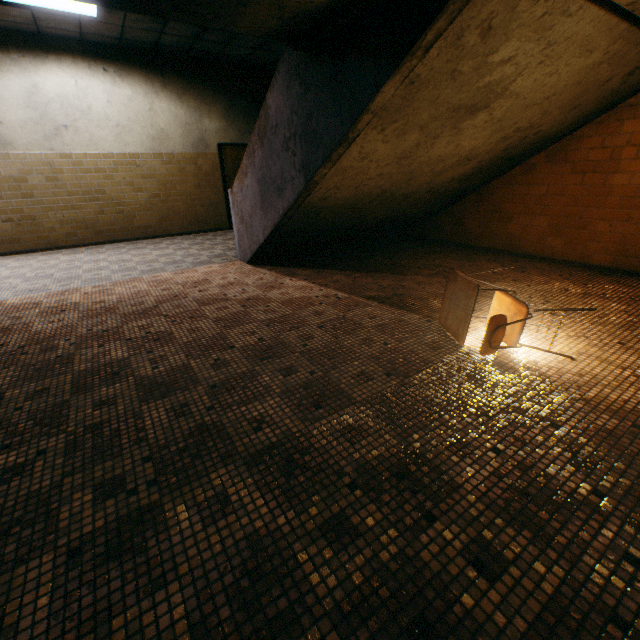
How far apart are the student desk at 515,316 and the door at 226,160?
7.78m

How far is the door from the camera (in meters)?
8.62

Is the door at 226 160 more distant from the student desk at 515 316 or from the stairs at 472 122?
the student desk at 515 316

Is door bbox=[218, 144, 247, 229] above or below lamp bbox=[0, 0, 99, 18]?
below

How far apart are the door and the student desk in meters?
7.8 m

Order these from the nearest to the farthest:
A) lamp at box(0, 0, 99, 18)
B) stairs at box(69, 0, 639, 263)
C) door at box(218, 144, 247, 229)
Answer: stairs at box(69, 0, 639, 263)
lamp at box(0, 0, 99, 18)
door at box(218, 144, 247, 229)

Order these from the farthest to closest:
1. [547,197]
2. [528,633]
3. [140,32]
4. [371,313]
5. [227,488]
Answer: [140,32] → [547,197] → [371,313] → [227,488] → [528,633]

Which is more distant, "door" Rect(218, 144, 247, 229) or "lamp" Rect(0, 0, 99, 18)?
"door" Rect(218, 144, 247, 229)
